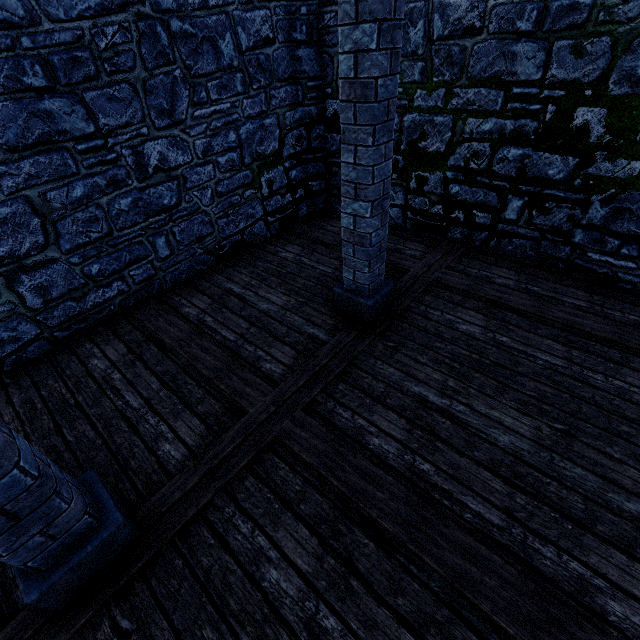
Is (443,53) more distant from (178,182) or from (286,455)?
(286,455)

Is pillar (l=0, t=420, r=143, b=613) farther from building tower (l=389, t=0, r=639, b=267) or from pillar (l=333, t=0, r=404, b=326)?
building tower (l=389, t=0, r=639, b=267)

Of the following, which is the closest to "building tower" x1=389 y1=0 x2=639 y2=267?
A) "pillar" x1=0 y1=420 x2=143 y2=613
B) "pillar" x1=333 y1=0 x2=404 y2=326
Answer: "pillar" x1=333 y1=0 x2=404 y2=326

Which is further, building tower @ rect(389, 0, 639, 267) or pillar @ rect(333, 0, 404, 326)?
building tower @ rect(389, 0, 639, 267)

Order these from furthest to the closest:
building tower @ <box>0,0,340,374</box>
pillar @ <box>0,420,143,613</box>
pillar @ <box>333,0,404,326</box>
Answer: building tower @ <box>0,0,340,374</box> → pillar @ <box>333,0,404,326</box> → pillar @ <box>0,420,143,613</box>

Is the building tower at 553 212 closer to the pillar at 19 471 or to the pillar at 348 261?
the pillar at 348 261

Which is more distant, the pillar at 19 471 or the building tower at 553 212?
the building tower at 553 212
